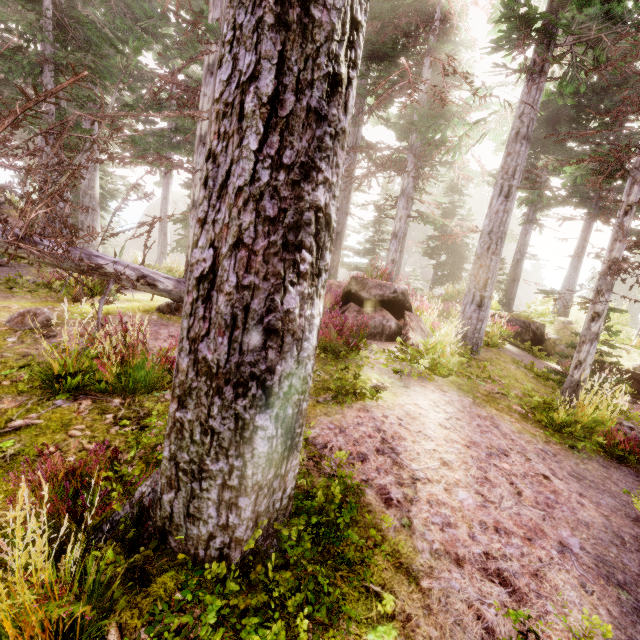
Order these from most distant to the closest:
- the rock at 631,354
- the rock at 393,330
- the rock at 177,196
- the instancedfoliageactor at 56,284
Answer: the rock at 177,196 < the rock at 631,354 < the rock at 393,330 < the instancedfoliageactor at 56,284

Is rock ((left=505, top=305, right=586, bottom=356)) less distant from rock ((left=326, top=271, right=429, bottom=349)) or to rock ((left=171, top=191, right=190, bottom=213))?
rock ((left=326, top=271, right=429, bottom=349))

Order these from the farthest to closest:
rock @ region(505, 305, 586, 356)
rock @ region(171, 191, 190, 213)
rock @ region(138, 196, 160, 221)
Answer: rock @ region(171, 191, 190, 213), rock @ region(138, 196, 160, 221), rock @ region(505, 305, 586, 356)

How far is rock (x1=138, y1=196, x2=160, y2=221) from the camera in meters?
54.3 m

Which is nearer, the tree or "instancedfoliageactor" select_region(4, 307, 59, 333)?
the tree

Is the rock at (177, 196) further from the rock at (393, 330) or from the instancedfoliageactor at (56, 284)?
the rock at (393, 330)

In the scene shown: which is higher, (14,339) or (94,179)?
(94,179)
